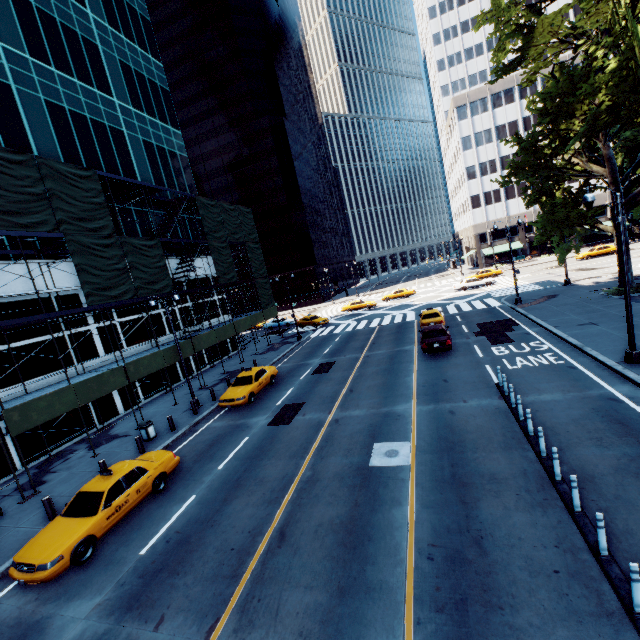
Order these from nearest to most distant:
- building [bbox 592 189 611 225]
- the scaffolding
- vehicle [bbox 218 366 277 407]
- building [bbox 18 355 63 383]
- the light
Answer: the light → the scaffolding → building [bbox 18 355 63 383] → vehicle [bbox 218 366 277 407] → building [bbox 592 189 611 225]

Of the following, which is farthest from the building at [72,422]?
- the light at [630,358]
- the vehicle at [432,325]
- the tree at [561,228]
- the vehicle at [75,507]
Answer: the light at [630,358]

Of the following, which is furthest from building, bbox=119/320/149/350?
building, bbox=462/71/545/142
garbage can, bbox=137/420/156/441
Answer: building, bbox=462/71/545/142

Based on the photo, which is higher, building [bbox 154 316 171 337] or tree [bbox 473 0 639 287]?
tree [bbox 473 0 639 287]

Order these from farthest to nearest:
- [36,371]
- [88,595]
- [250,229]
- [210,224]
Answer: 1. [250,229]
2. [210,224]
3. [36,371]
4. [88,595]

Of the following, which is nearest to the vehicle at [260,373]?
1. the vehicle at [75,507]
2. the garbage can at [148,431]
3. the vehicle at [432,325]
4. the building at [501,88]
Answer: the garbage can at [148,431]

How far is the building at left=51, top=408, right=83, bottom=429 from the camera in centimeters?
1888cm
